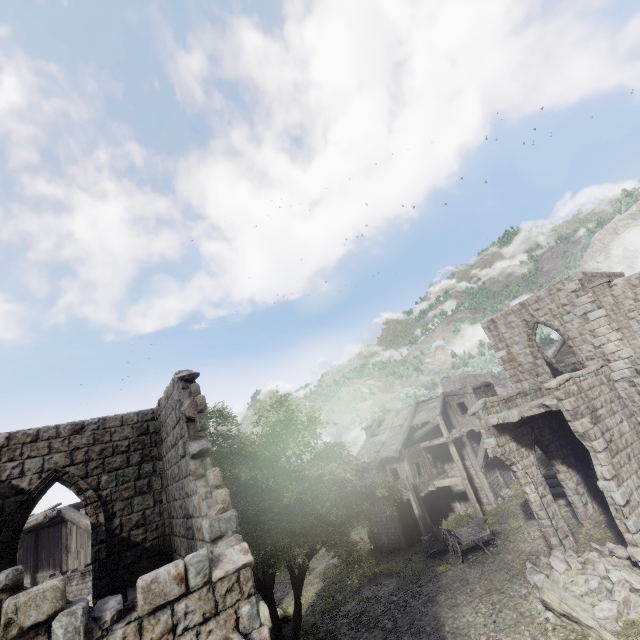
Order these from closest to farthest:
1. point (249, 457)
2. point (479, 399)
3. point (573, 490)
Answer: point (249, 457), point (573, 490), point (479, 399)

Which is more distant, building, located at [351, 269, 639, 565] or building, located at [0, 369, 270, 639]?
building, located at [351, 269, 639, 565]

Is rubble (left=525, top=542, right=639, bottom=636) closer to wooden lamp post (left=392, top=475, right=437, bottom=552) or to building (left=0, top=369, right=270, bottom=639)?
building (left=0, top=369, right=270, bottom=639)

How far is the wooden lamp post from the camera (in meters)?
19.91

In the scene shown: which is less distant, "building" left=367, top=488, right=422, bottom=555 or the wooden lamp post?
the wooden lamp post

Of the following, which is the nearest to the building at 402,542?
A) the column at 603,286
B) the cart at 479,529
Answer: the column at 603,286

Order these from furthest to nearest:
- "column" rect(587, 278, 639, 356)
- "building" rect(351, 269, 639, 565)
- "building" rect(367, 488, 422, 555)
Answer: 1. "building" rect(367, 488, 422, 555)
2. "column" rect(587, 278, 639, 356)
3. "building" rect(351, 269, 639, 565)
